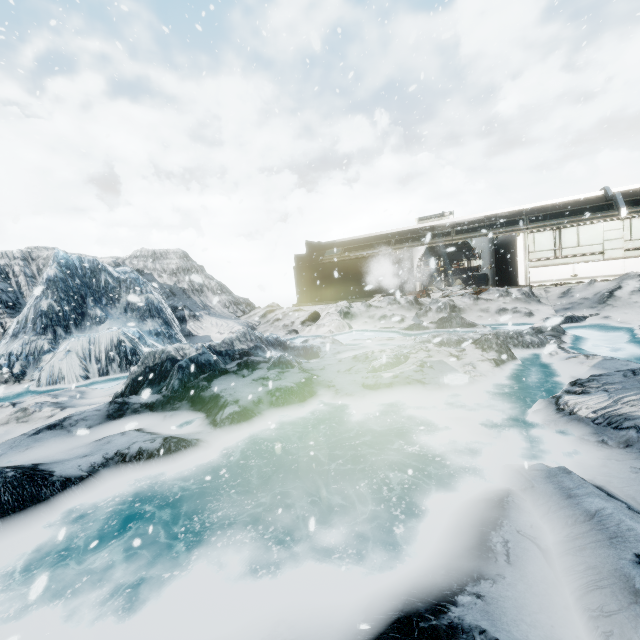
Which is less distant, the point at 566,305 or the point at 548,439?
the point at 548,439
